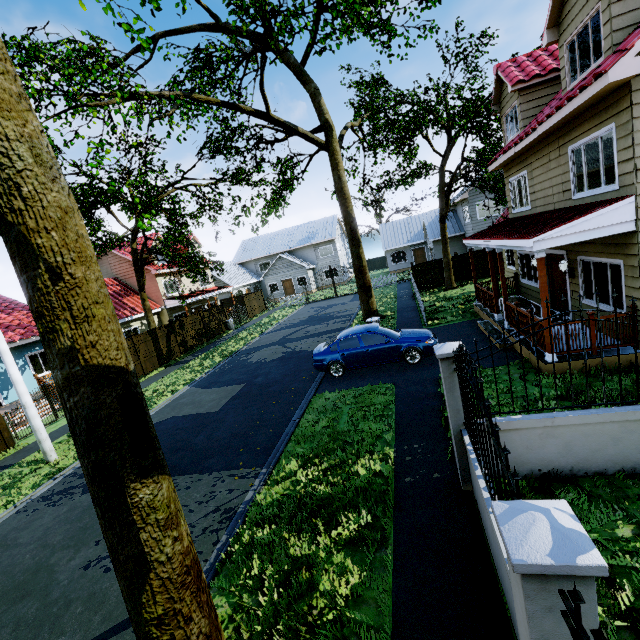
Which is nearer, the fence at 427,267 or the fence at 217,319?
the fence at 427,267

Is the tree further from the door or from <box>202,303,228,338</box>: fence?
the door

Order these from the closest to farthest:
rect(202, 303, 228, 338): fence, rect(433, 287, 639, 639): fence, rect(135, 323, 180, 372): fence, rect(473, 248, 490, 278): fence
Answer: rect(433, 287, 639, 639): fence, rect(135, 323, 180, 372): fence, rect(473, 248, 490, 278): fence, rect(202, 303, 228, 338): fence

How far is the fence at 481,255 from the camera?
23.1m

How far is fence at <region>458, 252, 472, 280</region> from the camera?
23.4 meters

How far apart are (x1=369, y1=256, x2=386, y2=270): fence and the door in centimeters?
4358cm

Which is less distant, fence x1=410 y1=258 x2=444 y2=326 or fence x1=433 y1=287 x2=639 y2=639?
fence x1=433 y1=287 x2=639 y2=639

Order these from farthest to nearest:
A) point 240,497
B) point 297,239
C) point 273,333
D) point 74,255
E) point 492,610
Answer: point 297,239 → point 273,333 → point 240,497 → point 492,610 → point 74,255
